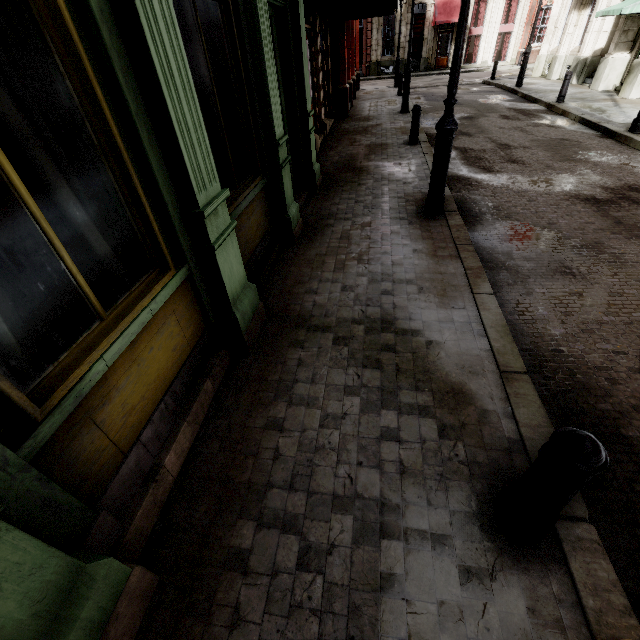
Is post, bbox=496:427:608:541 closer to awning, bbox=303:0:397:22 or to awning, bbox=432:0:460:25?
awning, bbox=303:0:397:22

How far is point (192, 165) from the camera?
2.4m

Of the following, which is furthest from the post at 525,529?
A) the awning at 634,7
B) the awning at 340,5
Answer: the awning at 634,7

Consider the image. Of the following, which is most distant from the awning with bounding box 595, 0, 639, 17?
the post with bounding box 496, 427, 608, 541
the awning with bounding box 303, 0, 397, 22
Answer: the post with bounding box 496, 427, 608, 541

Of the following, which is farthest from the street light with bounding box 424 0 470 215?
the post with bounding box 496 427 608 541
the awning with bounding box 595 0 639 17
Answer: the awning with bounding box 595 0 639 17

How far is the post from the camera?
1.53m

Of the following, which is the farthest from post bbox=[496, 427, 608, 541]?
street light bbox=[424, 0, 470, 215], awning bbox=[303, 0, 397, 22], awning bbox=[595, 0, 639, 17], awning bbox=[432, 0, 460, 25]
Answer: awning bbox=[432, 0, 460, 25]

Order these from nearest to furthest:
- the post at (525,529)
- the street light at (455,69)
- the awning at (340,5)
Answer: the post at (525,529), the street light at (455,69), the awning at (340,5)
